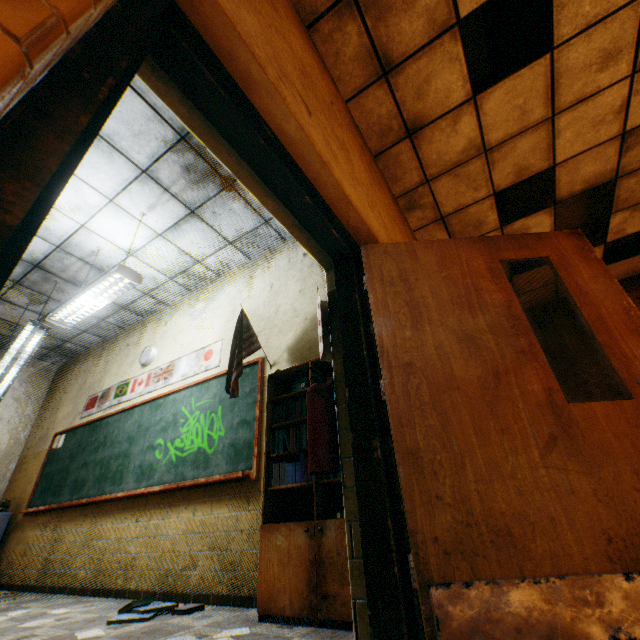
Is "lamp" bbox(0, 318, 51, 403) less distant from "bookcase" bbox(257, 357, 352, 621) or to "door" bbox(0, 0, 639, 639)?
"bookcase" bbox(257, 357, 352, 621)

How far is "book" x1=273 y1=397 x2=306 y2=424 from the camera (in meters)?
2.81

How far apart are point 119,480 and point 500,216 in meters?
6.6 m

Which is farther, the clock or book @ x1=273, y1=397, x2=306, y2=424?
the clock

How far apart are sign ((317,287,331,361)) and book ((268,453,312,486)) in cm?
42

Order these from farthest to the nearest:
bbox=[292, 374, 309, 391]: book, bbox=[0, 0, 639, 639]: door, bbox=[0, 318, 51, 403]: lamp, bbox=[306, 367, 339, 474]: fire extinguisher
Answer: bbox=[0, 318, 51, 403]: lamp < bbox=[292, 374, 309, 391]: book < bbox=[306, 367, 339, 474]: fire extinguisher < bbox=[0, 0, 639, 639]: door

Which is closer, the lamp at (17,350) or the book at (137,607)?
the book at (137,607)

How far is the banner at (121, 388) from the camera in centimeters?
437cm
